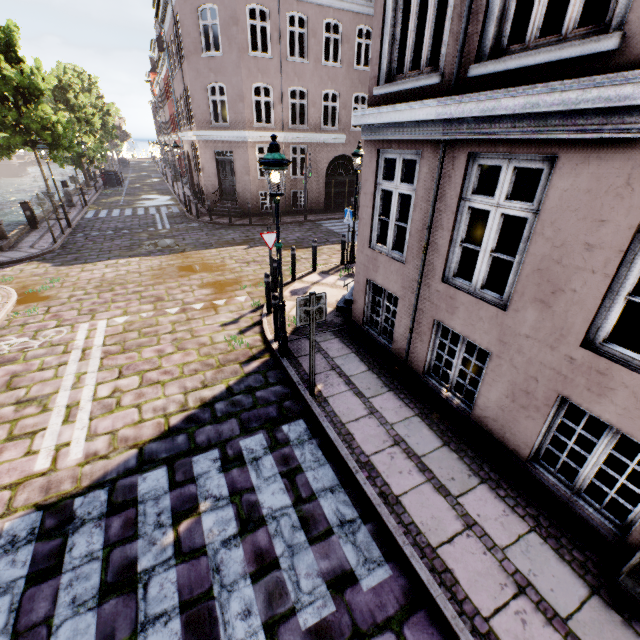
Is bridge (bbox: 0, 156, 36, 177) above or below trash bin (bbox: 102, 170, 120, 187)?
below

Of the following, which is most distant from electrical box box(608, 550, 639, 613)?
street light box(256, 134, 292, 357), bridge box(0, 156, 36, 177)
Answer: bridge box(0, 156, 36, 177)

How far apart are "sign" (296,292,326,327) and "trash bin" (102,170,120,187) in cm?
3479

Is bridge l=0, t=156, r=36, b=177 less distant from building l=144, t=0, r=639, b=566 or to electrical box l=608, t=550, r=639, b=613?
building l=144, t=0, r=639, b=566

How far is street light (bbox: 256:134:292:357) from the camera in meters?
4.8 m

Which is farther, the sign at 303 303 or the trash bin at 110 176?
the trash bin at 110 176

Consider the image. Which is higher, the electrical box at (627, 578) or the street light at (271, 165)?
the street light at (271, 165)

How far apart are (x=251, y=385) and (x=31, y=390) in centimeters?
395cm
